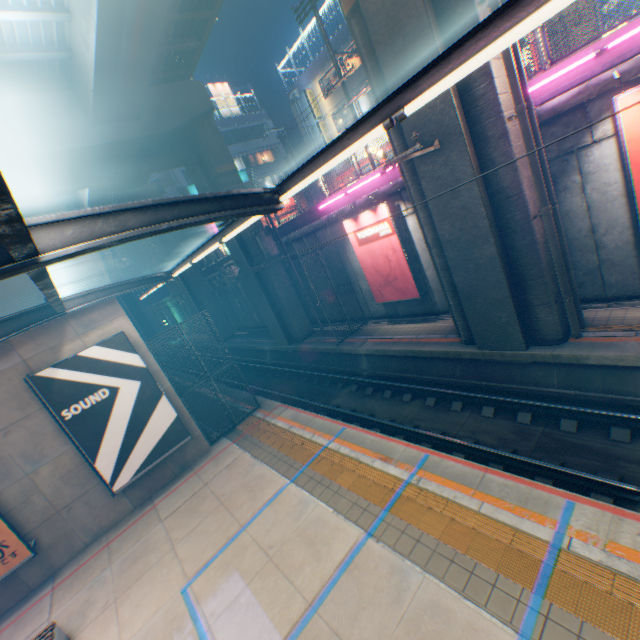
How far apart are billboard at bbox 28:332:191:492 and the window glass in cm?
2637

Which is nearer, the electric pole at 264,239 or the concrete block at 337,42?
the electric pole at 264,239

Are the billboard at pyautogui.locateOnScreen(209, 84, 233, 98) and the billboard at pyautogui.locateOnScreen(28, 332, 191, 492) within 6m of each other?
no

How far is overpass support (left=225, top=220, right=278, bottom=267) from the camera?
18.89m

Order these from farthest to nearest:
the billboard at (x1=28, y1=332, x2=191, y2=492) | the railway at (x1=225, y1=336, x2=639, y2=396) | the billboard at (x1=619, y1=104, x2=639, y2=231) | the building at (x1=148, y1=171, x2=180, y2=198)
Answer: the building at (x1=148, y1=171, x2=180, y2=198) < the billboard at (x1=28, y1=332, x2=191, y2=492) < the railway at (x1=225, y1=336, x2=639, y2=396) < the billboard at (x1=619, y1=104, x2=639, y2=231)

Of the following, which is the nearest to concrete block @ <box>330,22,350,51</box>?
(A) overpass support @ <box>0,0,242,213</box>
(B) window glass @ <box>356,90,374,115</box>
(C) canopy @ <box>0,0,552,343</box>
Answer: (B) window glass @ <box>356,90,374,115</box>

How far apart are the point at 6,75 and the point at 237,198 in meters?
14.6 m

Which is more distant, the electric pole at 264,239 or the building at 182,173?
the building at 182,173
